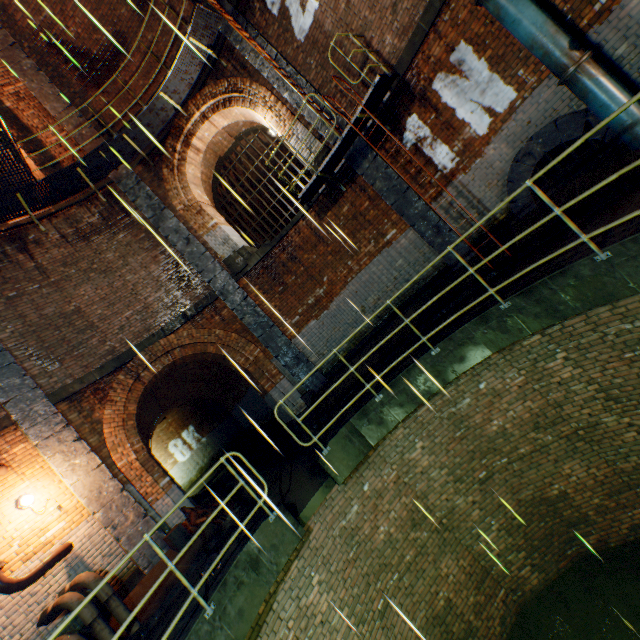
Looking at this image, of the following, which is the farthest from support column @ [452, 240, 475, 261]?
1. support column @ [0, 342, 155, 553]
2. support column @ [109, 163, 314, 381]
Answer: support column @ [0, 342, 155, 553]

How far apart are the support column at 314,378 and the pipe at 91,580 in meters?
5.7

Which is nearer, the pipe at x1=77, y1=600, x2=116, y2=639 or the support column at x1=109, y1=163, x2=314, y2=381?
the pipe at x1=77, y1=600, x2=116, y2=639

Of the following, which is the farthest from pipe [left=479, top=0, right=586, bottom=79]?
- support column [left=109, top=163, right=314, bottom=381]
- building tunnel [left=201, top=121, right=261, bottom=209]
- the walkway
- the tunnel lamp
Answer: the tunnel lamp

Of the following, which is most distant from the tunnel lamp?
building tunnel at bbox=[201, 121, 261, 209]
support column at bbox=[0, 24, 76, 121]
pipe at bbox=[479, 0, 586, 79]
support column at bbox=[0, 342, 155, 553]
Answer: pipe at bbox=[479, 0, 586, 79]

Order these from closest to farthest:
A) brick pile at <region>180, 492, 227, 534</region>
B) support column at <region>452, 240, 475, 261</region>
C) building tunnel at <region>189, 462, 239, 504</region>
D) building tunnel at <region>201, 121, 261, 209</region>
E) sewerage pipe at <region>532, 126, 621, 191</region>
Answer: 1. sewerage pipe at <region>532, 126, 621, 191</region>
2. brick pile at <region>180, 492, 227, 534</region>
3. support column at <region>452, 240, 475, 261</region>
4. building tunnel at <region>201, 121, 261, 209</region>
5. building tunnel at <region>189, 462, 239, 504</region>

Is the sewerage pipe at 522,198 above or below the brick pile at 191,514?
above

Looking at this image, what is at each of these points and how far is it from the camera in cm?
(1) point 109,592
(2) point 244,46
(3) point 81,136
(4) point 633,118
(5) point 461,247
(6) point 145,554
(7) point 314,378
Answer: (1) pipe, 533
(2) support column, 881
(3) support column, 996
(4) pipe, 504
(5) support column, 818
(6) support column, 672
(7) support column, 959
